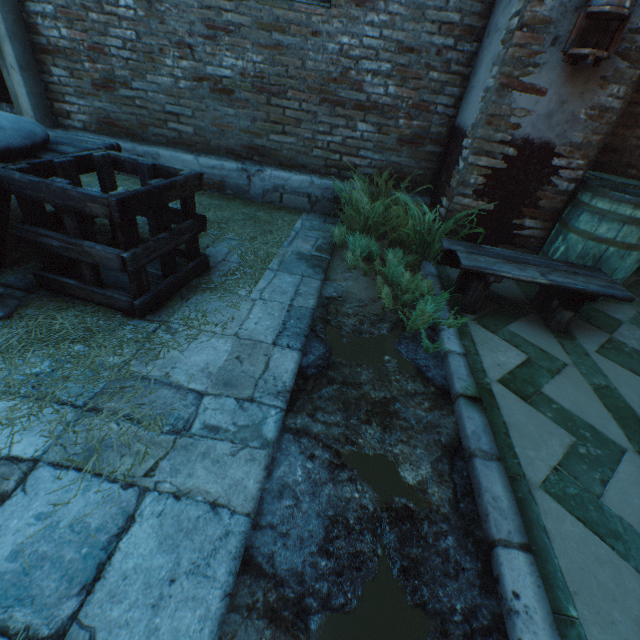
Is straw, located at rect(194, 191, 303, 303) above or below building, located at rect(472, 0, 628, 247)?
below

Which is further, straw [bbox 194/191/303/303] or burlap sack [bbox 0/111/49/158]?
straw [bbox 194/191/303/303]

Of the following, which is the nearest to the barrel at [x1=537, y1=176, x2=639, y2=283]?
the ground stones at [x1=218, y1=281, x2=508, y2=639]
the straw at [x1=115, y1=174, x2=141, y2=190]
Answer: the ground stones at [x1=218, y1=281, x2=508, y2=639]

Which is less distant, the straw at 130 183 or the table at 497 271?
the table at 497 271

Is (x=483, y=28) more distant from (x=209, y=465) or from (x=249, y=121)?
(x=209, y=465)

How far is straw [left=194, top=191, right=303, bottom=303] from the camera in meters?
2.5

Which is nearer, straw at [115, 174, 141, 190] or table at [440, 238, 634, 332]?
table at [440, 238, 634, 332]

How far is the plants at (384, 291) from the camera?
2.4 meters
